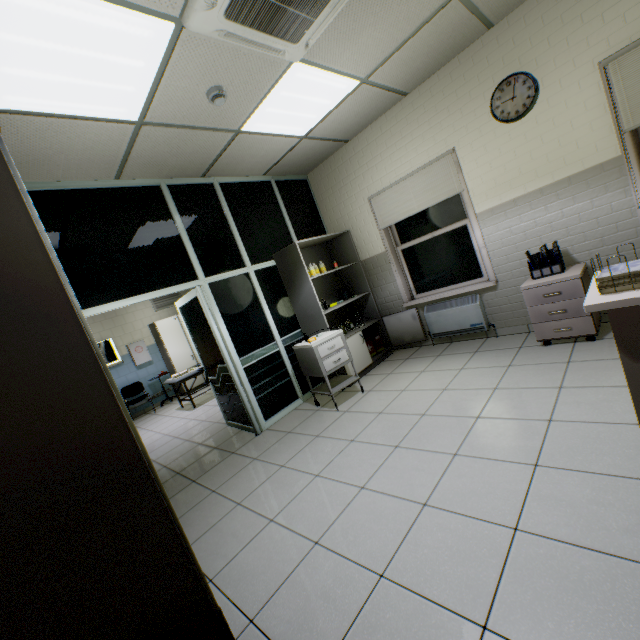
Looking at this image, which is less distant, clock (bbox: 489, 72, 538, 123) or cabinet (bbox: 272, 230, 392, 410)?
clock (bbox: 489, 72, 538, 123)

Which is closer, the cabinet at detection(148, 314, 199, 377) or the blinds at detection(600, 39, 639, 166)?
the blinds at detection(600, 39, 639, 166)

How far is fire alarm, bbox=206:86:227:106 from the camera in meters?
2.6 m

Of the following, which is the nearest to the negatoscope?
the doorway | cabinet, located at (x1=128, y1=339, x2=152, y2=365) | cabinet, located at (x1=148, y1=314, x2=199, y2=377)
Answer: cabinet, located at (x1=128, y1=339, x2=152, y2=365)

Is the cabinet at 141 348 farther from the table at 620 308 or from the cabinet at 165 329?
the table at 620 308

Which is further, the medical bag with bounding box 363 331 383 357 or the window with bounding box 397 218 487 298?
the medical bag with bounding box 363 331 383 357

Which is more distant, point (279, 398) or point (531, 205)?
point (279, 398)

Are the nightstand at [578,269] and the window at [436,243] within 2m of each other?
yes
